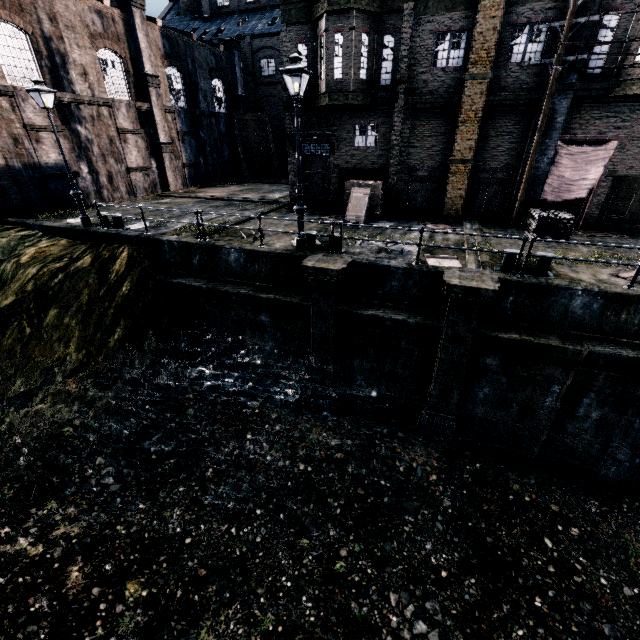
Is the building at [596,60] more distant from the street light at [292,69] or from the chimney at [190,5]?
the chimney at [190,5]

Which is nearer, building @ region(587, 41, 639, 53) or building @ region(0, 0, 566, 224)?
building @ region(587, 41, 639, 53)

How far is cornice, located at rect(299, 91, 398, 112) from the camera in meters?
15.7 m

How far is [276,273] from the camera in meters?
12.6 m

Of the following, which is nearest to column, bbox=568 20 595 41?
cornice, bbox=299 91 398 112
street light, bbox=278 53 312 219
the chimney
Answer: cornice, bbox=299 91 398 112

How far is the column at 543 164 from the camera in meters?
13.8

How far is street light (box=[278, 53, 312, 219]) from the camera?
9.4 meters

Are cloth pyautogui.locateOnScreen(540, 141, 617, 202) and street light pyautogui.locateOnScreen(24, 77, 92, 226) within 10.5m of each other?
no
